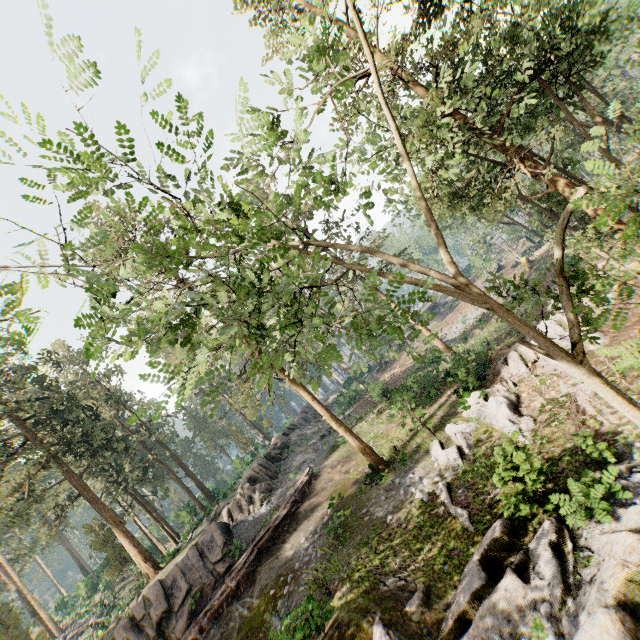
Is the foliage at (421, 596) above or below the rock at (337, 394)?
below

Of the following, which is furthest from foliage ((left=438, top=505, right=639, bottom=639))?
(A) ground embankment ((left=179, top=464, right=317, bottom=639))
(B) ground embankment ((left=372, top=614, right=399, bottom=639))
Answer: (A) ground embankment ((left=179, top=464, right=317, bottom=639))

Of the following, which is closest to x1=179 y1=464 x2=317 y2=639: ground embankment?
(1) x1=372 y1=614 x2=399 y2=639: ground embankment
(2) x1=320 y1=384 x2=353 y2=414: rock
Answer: (2) x1=320 y1=384 x2=353 y2=414: rock

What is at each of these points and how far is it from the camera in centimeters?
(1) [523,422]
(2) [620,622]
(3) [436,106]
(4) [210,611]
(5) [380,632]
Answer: (1) foliage, 1411cm
(2) foliage, 646cm
(3) foliage, 1478cm
(4) ground embankment, 1756cm
(5) ground embankment, 930cm

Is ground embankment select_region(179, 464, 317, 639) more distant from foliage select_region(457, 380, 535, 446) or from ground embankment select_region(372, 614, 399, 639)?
ground embankment select_region(372, 614, 399, 639)

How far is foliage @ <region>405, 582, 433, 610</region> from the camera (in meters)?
9.98

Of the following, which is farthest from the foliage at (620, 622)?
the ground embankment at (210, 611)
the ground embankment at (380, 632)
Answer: the ground embankment at (210, 611)
